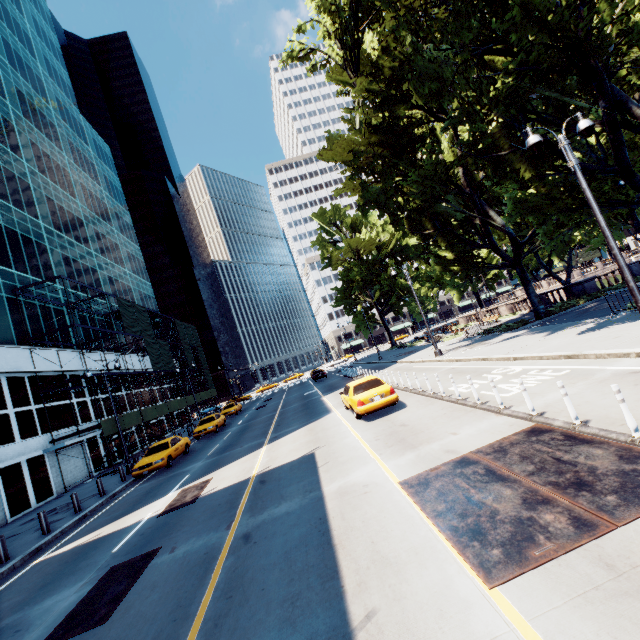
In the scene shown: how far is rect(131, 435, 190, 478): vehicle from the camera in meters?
17.8 m

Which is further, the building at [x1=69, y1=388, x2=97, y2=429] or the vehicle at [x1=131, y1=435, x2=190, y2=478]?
the building at [x1=69, y1=388, x2=97, y2=429]

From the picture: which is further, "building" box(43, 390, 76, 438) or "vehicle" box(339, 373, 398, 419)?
"building" box(43, 390, 76, 438)

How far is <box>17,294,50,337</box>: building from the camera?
25.2m

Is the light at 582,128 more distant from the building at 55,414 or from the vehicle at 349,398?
the building at 55,414

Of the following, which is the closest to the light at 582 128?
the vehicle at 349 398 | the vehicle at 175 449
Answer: the vehicle at 349 398

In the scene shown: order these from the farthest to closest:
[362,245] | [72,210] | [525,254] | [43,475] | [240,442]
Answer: [362,245]
[72,210]
[525,254]
[43,475]
[240,442]

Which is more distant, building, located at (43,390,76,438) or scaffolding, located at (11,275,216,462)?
scaffolding, located at (11,275,216,462)
